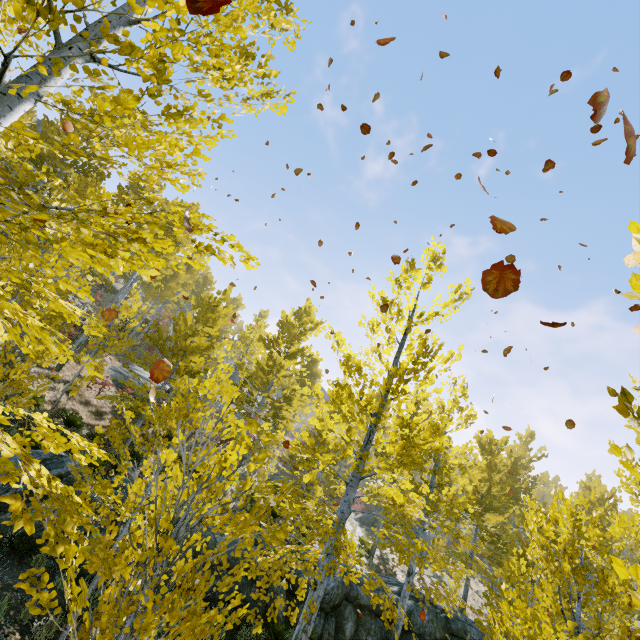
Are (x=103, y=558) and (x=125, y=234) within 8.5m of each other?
yes

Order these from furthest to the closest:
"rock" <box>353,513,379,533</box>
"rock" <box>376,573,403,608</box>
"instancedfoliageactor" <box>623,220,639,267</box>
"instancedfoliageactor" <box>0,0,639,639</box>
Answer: "rock" <box>353,513,379,533</box> < "rock" <box>376,573,403,608</box> < "instancedfoliageactor" <box>0,0,639,639</box> < "instancedfoliageactor" <box>623,220,639,267</box>

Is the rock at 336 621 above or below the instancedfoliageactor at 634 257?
below

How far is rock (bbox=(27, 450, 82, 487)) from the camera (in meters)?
8.22

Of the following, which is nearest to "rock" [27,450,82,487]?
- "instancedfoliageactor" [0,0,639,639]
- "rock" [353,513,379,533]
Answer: "instancedfoliageactor" [0,0,639,639]

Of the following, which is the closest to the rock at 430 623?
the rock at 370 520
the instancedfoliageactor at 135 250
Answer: the instancedfoliageactor at 135 250

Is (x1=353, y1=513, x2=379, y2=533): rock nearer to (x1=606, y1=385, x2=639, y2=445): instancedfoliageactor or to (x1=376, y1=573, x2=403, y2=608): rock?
(x1=606, y1=385, x2=639, y2=445): instancedfoliageactor
